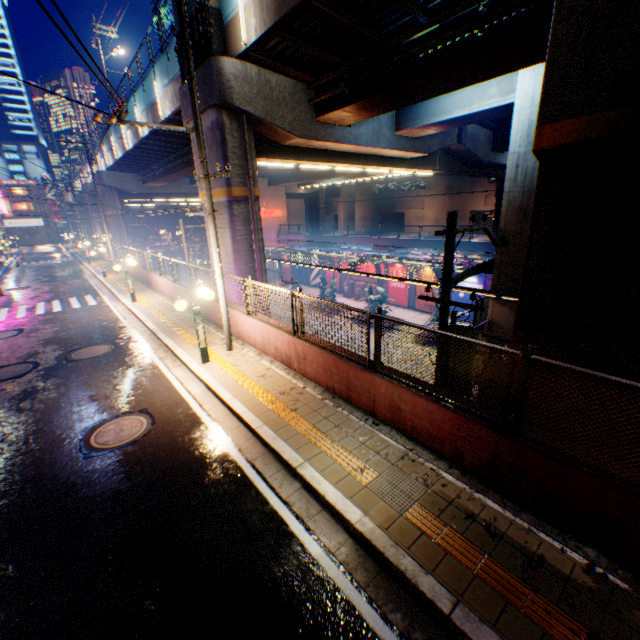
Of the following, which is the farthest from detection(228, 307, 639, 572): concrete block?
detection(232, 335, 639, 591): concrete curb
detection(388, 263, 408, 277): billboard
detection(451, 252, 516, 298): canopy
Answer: detection(388, 263, 408, 277): billboard

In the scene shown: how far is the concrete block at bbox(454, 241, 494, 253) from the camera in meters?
26.0

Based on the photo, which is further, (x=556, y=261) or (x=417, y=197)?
(x=417, y=197)

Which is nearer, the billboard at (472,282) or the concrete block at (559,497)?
the concrete block at (559,497)

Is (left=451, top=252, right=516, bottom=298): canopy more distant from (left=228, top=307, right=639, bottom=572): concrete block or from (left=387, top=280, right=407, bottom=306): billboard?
(left=228, top=307, right=639, bottom=572): concrete block

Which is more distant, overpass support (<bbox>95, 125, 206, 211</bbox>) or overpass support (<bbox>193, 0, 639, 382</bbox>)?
overpass support (<bbox>95, 125, 206, 211</bbox>)

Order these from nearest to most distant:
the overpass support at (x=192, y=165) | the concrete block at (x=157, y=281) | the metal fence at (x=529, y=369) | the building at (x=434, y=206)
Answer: →
the metal fence at (x=529, y=369)
the concrete block at (x=157, y=281)
the overpass support at (x=192, y=165)
the building at (x=434, y=206)

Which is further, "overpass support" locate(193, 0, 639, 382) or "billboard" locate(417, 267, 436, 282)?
"billboard" locate(417, 267, 436, 282)
